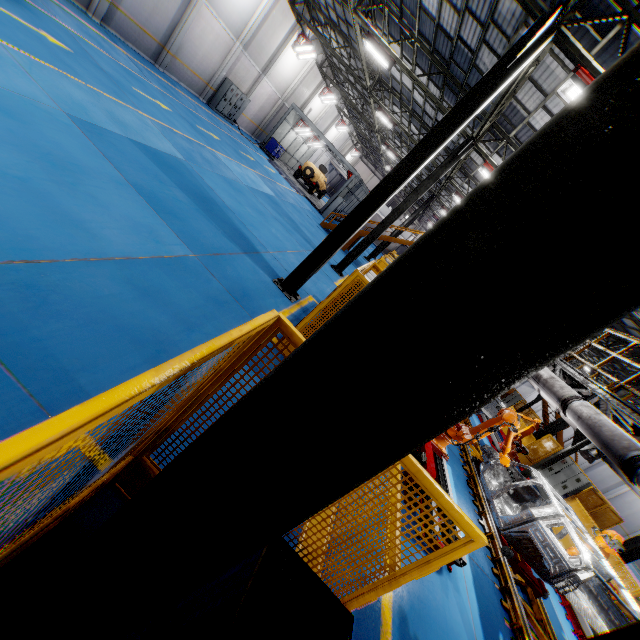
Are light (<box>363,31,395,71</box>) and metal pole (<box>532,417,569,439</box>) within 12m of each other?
no

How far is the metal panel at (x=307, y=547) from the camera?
2.1m

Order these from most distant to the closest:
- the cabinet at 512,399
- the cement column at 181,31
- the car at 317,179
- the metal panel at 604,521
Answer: the car at 317,179, the cabinet at 512,399, the cement column at 181,31, the metal panel at 604,521

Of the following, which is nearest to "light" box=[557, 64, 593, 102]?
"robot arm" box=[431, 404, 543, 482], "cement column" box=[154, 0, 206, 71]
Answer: "robot arm" box=[431, 404, 543, 482]

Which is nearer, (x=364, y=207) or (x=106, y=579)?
(x=106, y=579)

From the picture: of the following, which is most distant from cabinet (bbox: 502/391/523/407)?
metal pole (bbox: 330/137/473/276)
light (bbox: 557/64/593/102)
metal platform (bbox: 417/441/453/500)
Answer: light (bbox: 557/64/593/102)

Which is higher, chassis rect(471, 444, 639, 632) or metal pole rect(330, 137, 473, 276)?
metal pole rect(330, 137, 473, 276)

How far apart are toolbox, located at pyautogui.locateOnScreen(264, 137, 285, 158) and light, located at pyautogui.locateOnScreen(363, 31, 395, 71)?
14.62m
